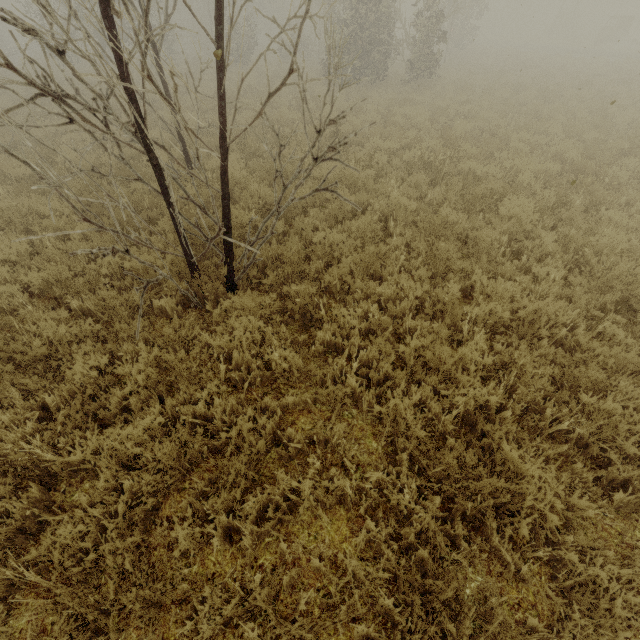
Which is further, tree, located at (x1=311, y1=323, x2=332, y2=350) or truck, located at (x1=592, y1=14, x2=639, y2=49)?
truck, located at (x1=592, y1=14, x2=639, y2=49)

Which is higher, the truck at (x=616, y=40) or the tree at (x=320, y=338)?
the truck at (x=616, y=40)

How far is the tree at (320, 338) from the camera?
4.1m

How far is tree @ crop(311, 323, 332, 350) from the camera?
4.1 meters

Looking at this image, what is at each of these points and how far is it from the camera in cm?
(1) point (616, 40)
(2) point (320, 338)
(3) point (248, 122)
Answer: (1) truck, 3288
(2) tree, 422
(3) tree, 1152

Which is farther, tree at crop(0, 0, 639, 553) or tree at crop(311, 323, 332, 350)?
tree at crop(311, 323, 332, 350)

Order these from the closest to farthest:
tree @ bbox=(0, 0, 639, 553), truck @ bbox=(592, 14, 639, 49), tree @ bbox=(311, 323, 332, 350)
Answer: tree @ bbox=(0, 0, 639, 553), tree @ bbox=(311, 323, 332, 350), truck @ bbox=(592, 14, 639, 49)
